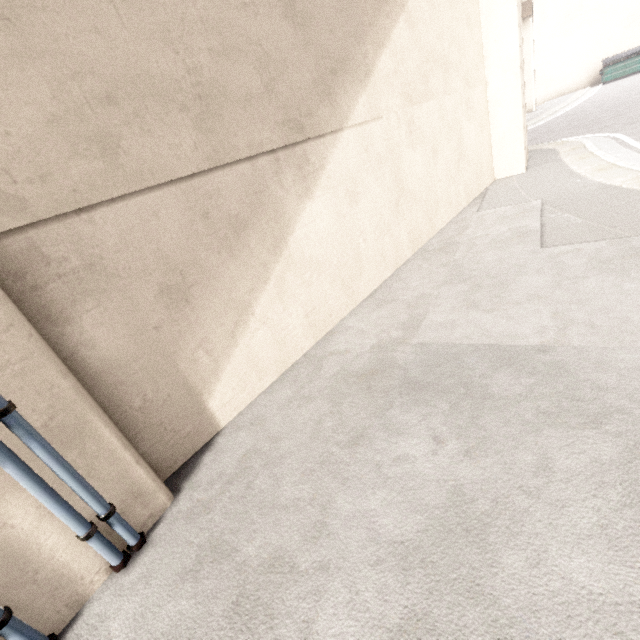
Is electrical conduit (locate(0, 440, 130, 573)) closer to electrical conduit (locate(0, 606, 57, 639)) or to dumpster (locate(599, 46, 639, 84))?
electrical conduit (locate(0, 606, 57, 639))

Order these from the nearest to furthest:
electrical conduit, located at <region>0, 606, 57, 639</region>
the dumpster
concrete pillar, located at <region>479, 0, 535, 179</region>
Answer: electrical conduit, located at <region>0, 606, 57, 639</region> < concrete pillar, located at <region>479, 0, 535, 179</region> < the dumpster

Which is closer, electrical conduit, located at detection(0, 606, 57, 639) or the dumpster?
electrical conduit, located at detection(0, 606, 57, 639)

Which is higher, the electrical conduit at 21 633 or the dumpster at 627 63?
the dumpster at 627 63

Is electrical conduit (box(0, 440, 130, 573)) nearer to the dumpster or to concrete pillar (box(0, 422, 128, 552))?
concrete pillar (box(0, 422, 128, 552))

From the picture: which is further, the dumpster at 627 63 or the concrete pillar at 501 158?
the dumpster at 627 63

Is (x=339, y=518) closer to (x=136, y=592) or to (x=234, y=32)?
(x=136, y=592)

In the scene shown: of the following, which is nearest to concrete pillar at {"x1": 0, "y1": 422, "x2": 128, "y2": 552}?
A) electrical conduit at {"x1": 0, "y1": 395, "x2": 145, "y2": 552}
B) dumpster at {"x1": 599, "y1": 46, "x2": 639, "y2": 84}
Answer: electrical conduit at {"x1": 0, "y1": 395, "x2": 145, "y2": 552}
